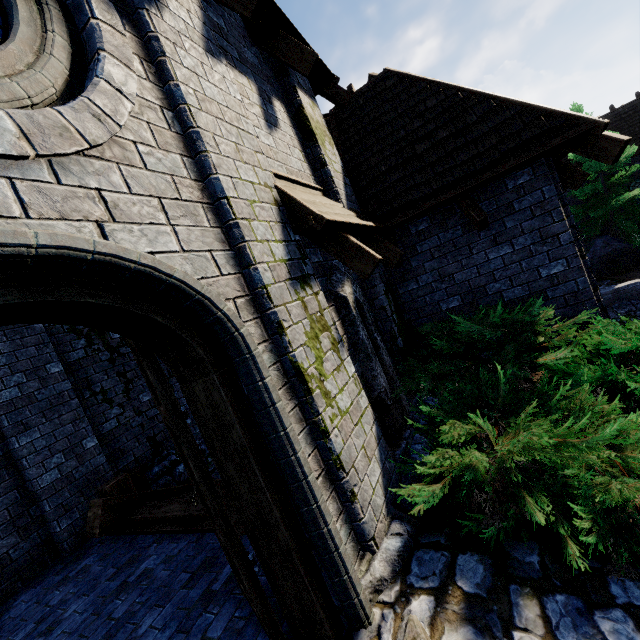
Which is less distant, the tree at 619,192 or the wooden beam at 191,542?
the wooden beam at 191,542

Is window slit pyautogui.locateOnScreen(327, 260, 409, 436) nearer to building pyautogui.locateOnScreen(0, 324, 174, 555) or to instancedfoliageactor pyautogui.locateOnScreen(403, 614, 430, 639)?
building pyautogui.locateOnScreen(0, 324, 174, 555)

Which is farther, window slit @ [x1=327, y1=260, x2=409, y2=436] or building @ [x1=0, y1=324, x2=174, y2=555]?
building @ [x1=0, y1=324, x2=174, y2=555]

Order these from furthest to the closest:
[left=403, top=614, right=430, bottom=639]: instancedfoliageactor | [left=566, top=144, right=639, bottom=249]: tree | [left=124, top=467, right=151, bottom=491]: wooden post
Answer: [left=566, top=144, right=639, bottom=249]: tree, [left=124, top=467, right=151, bottom=491]: wooden post, [left=403, top=614, right=430, bottom=639]: instancedfoliageactor

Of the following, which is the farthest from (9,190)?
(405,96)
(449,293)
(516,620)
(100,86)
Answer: (405,96)

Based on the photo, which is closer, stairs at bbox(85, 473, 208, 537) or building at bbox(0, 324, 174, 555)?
stairs at bbox(85, 473, 208, 537)

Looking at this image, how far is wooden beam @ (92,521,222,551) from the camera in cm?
395

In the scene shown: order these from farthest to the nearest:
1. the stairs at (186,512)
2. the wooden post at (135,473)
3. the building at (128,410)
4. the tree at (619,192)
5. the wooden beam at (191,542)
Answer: the tree at (619,192) → the wooden post at (135,473) → the building at (128,410) → the stairs at (186,512) → the wooden beam at (191,542)
